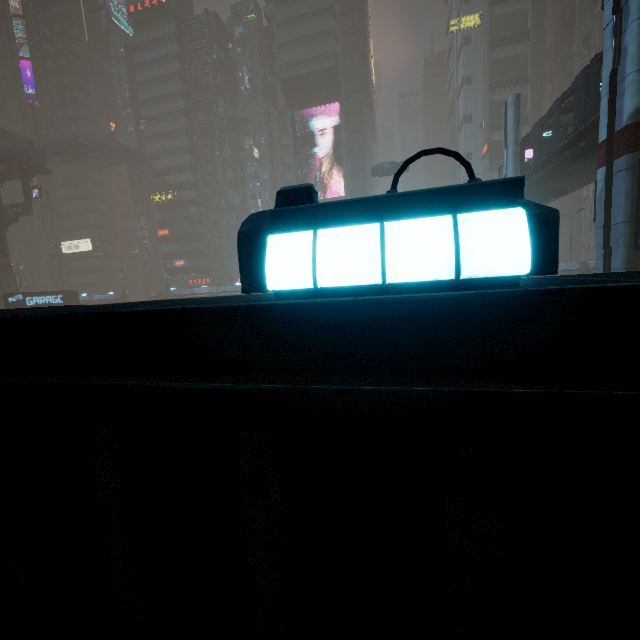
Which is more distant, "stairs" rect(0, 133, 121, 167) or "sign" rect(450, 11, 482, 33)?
"sign" rect(450, 11, 482, 33)

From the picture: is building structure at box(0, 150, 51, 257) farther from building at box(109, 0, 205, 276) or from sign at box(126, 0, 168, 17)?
sign at box(126, 0, 168, 17)

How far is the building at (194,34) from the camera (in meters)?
56.00

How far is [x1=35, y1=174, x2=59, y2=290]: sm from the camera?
57.72m

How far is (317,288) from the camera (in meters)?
1.44

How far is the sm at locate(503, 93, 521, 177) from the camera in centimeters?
2452cm

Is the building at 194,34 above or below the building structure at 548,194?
above

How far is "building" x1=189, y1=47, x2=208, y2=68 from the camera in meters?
56.4 m
